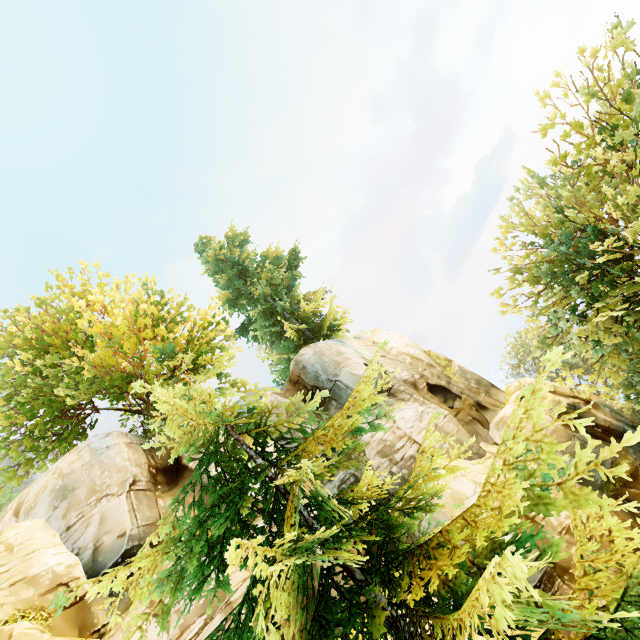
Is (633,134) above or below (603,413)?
above
